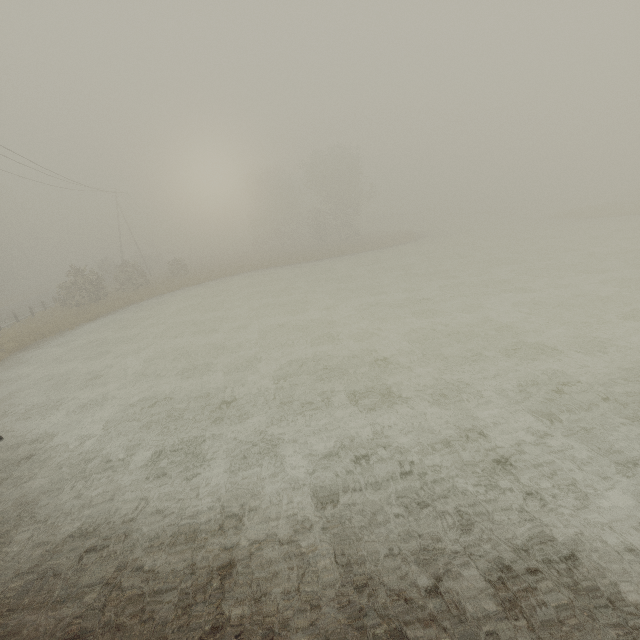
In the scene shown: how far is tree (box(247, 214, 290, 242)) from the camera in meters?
57.0

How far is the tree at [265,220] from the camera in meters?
57.0

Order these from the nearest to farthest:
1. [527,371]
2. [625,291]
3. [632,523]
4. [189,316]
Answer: [632,523]
[527,371]
[625,291]
[189,316]
